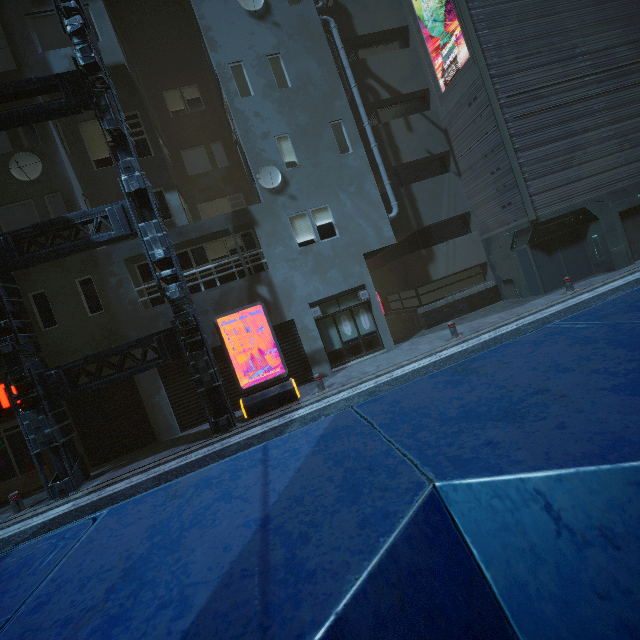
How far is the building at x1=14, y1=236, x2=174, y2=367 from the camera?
10.74m

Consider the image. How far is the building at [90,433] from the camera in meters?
10.9 m

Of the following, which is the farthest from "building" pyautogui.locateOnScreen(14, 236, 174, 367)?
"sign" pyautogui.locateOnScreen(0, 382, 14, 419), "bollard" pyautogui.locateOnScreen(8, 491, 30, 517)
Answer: "bollard" pyautogui.locateOnScreen(8, 491, 30, 517)

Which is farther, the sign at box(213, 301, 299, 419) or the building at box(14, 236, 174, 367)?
the building at box(14, 236, 174, 367)

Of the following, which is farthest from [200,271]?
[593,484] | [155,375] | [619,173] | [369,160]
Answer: [619,173]

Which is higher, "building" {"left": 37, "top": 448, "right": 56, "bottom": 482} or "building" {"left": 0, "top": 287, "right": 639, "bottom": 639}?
"building" {"left": 0, "top": 287, "right": 639, "bottom": 639}

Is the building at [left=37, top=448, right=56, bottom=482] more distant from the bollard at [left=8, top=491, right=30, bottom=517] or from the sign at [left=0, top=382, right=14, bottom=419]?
the bollard at [left=8, top=491, right=30, bottom=517]

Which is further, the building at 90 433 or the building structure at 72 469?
the building at 90 433
